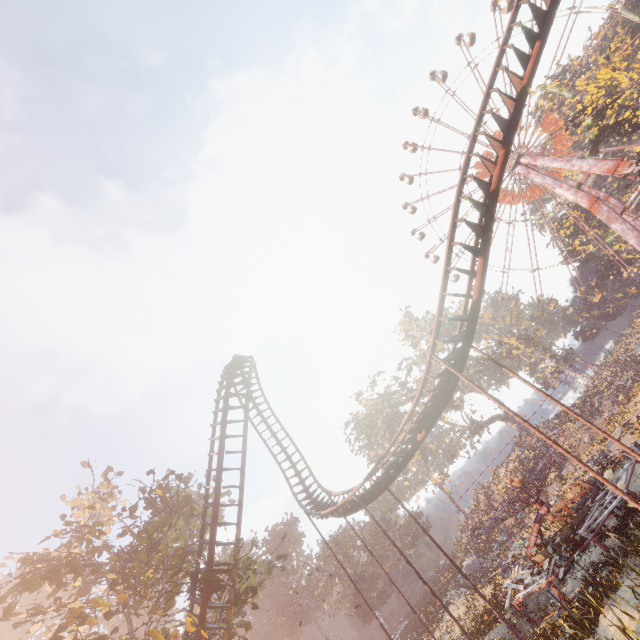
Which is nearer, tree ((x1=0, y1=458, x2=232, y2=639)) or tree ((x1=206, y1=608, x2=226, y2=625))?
tree ((x1=0, y1=458, x2=232, y2=639))

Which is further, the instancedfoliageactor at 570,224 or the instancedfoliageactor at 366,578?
the instancedfoliageactor at 570,224

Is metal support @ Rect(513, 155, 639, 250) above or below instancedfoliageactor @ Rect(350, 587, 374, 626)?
above

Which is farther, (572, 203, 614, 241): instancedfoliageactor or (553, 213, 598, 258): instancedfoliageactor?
(553, 213, 598, 258): instancedfoliageactor

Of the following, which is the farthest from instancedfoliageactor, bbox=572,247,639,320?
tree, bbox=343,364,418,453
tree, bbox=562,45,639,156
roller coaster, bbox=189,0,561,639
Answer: roller coaster, bbox=189,0,561,639

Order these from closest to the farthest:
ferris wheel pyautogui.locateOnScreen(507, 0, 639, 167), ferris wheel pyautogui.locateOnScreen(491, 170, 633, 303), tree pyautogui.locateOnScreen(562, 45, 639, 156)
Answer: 1. tree pyautogui.locateOnScreen(562, 45, 639, 156)
2. ferris wheel pyautogui.locateOnScreen(507, 0, 639, 167)
3. ferris wheel pyautogui.locateOnScreen(491, 170, 633, 303)

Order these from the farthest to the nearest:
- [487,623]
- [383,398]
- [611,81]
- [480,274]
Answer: [383,398] → [611,81] → [487,623] → [480,274]

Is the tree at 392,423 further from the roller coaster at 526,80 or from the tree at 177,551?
the tree at 177,551
